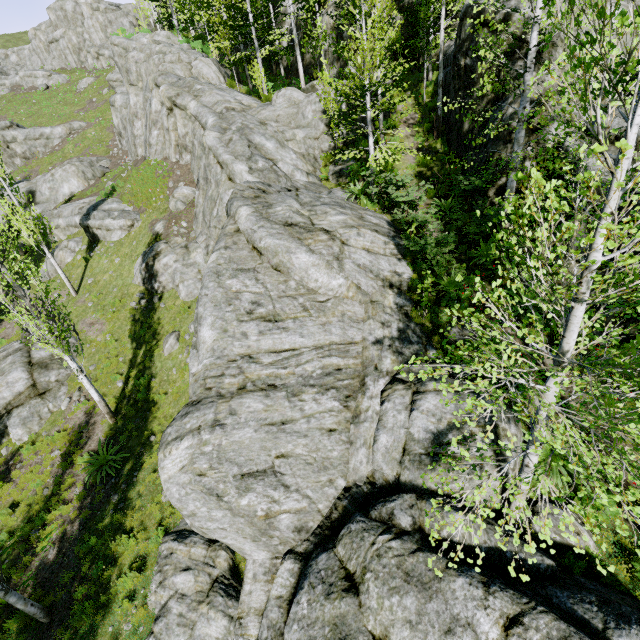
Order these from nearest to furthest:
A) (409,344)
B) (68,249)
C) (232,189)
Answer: (409,344), (232,189), (68,249)

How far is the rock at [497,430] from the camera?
7.4 meters

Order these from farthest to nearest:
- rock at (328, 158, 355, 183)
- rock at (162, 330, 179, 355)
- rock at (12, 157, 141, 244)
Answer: rock at (12, 157, 141, 244) < rock at (328, 158, 355, 183) < rock at (162, 330, 179, 355)

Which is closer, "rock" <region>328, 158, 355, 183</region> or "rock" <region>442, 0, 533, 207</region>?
"rock" <region>442, 0, 533, 207</region>

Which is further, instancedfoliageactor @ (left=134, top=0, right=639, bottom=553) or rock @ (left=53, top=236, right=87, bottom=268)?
rock @ (left=53, top=236, right=87, bottom=268)

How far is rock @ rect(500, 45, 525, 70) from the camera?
11.83m

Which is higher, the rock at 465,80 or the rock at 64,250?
the rock at 465,80
